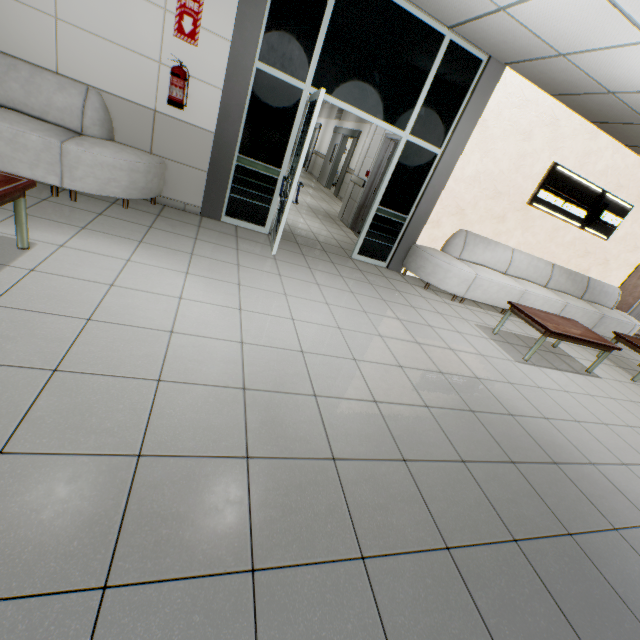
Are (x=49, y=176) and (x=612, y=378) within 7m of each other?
no

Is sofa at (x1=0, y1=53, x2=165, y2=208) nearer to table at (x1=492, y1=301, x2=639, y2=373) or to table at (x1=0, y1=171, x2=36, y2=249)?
table at (x1=0, y1=171, x2=36, y2=249)

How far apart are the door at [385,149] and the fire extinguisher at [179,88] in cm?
381

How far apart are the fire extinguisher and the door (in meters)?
3.81

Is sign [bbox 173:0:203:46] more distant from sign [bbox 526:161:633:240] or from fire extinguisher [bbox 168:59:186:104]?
sign [bbox 526:161:633:240]

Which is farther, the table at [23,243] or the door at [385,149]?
the door at [385,149]

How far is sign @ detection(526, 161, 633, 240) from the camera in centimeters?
568cm

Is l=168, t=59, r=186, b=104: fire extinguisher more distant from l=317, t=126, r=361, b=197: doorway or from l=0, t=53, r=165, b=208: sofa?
l=317, t=126, r=361, b=197: doorway
